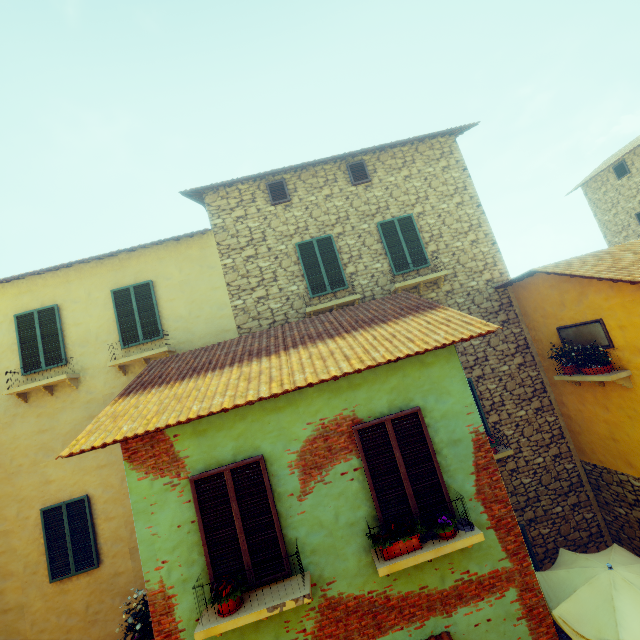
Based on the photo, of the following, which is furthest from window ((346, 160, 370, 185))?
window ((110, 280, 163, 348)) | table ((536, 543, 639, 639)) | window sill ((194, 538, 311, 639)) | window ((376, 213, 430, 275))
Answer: table ((536, 543, 639, 639))

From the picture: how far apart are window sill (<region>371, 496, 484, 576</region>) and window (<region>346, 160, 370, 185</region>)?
8.34m

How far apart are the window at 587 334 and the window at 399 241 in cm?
344

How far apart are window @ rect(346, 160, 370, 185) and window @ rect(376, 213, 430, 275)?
1.3m

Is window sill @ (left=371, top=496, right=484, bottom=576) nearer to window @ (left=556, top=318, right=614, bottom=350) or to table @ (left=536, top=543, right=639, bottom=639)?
table @ (left=536, top=543, right=639, bottom=639)

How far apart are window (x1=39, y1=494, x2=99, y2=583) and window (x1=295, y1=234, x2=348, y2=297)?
7.40m

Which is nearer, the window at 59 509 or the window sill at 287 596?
the window sill at 287 596

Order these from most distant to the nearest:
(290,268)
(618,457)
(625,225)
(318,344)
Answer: (625,225) < (290,268) < (618,457) < (318,344)
